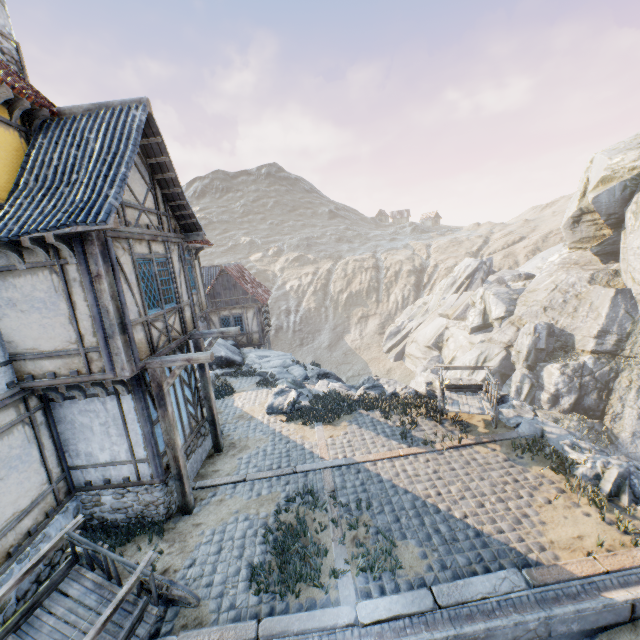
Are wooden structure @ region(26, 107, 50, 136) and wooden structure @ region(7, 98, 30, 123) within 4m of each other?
yes

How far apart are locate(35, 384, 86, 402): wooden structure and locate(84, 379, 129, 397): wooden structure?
0.9 meters

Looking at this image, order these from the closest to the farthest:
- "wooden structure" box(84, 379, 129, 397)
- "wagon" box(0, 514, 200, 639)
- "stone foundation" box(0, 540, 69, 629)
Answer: "wagon" box(0, 514, 200, 639), "stone foundation" box(0, 540, 69, 629), "wooden structure" box(84, 379, 129, 397)

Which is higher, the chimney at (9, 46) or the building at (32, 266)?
the chimney at (9, 46)

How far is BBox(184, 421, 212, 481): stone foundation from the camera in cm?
930

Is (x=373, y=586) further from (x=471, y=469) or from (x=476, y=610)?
(x=471, y=469)

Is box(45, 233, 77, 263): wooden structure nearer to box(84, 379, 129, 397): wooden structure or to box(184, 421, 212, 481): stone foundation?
box(84, 379, 129, 397): wooden structure

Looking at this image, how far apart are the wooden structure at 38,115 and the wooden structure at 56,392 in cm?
563
